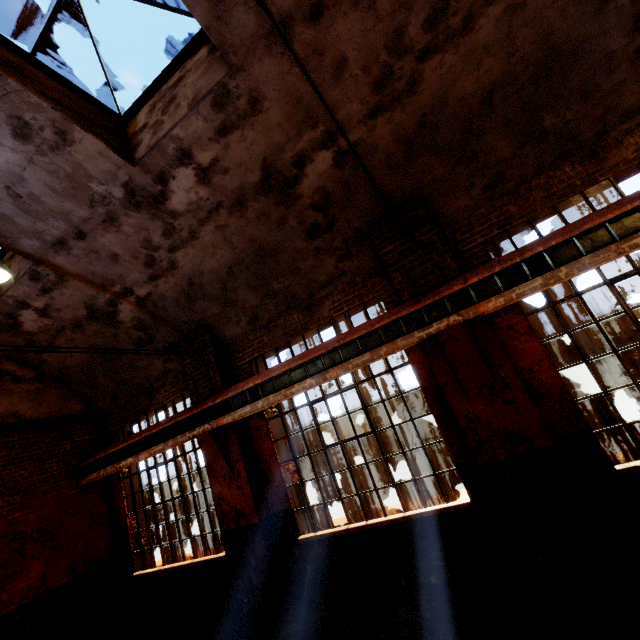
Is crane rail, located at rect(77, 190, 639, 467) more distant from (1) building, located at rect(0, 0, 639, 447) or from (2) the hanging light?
(2) the hanging light

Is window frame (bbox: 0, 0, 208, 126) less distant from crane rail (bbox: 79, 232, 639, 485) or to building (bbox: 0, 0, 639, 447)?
building (bbox: 0, 0, 639, 447)

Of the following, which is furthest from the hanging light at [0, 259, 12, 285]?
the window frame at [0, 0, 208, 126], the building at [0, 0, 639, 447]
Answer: the window frame at [0, 0, 208, 126]

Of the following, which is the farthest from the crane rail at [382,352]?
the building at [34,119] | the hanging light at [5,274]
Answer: the hanging light at [5,274]

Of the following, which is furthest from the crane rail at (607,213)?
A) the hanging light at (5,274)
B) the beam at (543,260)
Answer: the hanging light at (5,274)

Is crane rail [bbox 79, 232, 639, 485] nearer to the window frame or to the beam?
the beam

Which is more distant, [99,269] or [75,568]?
[75,568]

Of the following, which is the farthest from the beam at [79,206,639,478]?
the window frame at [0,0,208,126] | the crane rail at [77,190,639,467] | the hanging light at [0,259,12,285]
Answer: the window frame at [0,0,208,126]
